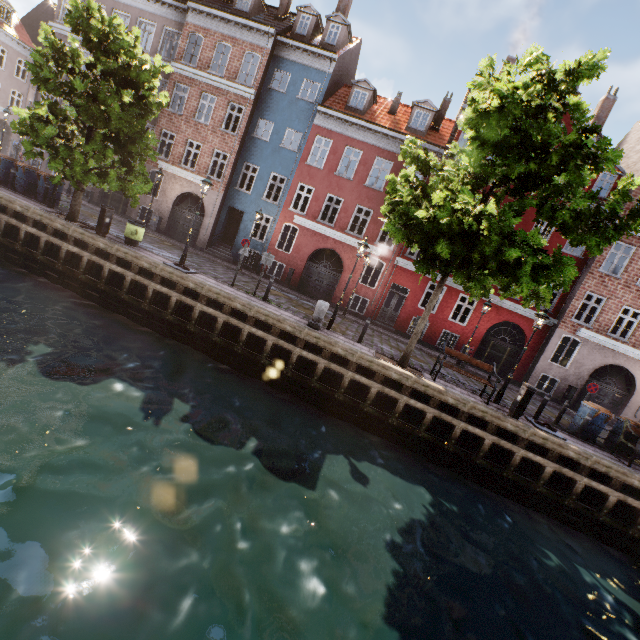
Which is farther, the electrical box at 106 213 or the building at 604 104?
the building at 604 104

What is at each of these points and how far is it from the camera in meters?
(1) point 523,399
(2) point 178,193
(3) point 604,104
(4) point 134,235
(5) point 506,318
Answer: (1) electrical box, 10.7
(2) building, 21.6
(3) building, 21.8
(4) trash bin, 13.6
(5) building, 19.3

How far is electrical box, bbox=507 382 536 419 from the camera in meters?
10.6 m

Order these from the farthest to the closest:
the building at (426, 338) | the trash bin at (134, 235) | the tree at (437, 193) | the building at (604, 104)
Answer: the building at (604, 104)
the building at (426, 338)
the trash bin at (134, 235)
the tree at (437, 193)

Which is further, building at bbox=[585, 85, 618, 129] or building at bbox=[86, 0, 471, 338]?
building at bbox=[585, 85, 618, 129]

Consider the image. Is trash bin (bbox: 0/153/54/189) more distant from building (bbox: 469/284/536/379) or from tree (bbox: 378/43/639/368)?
building (bbox: 469/284/536/379)

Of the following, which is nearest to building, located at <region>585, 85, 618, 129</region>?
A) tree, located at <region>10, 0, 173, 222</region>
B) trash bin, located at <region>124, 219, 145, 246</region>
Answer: tree, located at <region>10, 0, 173, 222</region>

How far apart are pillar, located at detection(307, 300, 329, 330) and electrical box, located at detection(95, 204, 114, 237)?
9.0 meters
